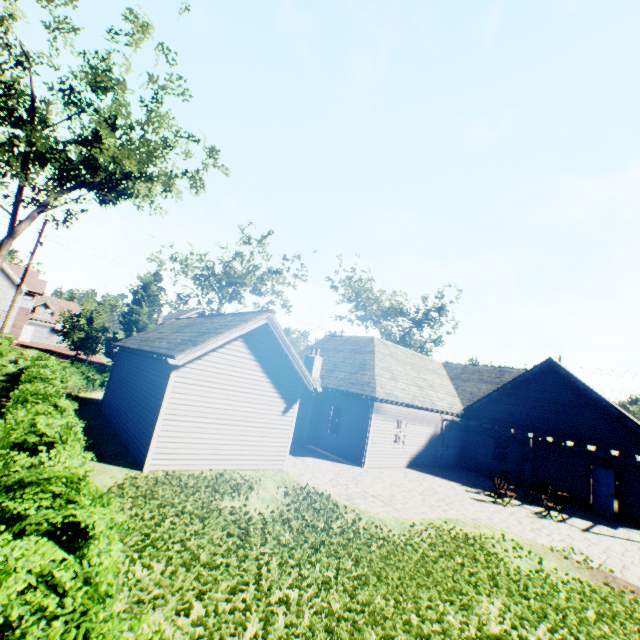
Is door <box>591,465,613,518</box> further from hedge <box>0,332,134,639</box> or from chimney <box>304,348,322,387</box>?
hedge <box>0,332,134,639</box>

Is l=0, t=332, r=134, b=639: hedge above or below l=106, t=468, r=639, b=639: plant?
above

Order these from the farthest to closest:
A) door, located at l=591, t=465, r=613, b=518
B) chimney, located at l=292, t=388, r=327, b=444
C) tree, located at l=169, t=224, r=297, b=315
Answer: tree, located at l=169, t=224, r=297, b=315
chimney, located at l=292, t=388, r=327, b=444
door, located at l=591, t=465, r=613, b=518

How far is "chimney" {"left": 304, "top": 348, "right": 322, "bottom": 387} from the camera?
19.6 meters

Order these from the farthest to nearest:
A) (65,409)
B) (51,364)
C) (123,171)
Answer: (123,171), (51,364), (65,409)

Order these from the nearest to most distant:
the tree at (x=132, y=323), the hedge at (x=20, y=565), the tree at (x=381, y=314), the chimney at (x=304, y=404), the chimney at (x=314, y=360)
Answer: the hedge at (x=20, y=565), the chimney at (x=304, y=404), the chimney at (x=314, y=360), the tree at (x=132, y=323), the tree at (x=381, y=314)

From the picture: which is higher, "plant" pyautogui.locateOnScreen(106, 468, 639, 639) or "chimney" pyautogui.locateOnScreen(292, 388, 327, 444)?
"chimney" pyautogui.locateOnScreen(292, 388, 327, 444)

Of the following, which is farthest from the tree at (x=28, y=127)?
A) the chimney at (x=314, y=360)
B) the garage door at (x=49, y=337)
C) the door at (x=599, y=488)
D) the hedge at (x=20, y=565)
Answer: the door at (x=599, y=488)
